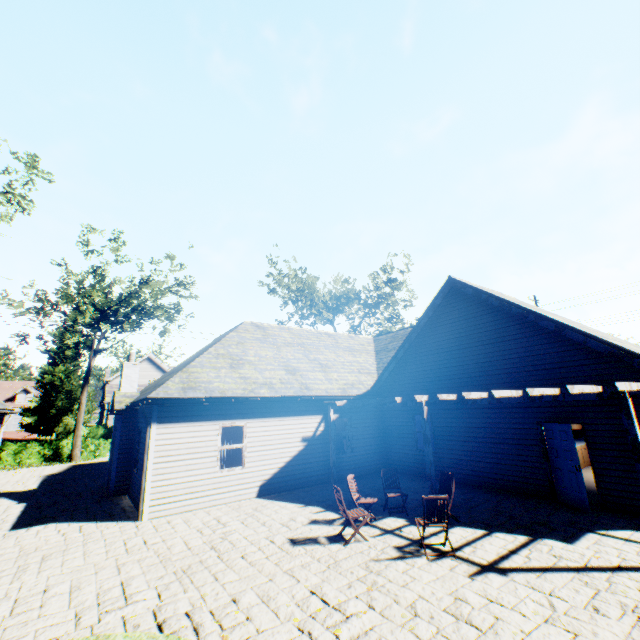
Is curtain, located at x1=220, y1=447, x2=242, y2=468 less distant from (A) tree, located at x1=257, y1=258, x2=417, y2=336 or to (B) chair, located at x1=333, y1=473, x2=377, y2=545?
(B) chair, located at x1=333, y1=473, x2=377, y2=545

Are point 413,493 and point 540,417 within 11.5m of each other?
yes

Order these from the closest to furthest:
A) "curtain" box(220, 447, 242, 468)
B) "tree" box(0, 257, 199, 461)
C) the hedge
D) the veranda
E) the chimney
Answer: the veranda
"curtain" box(220, 447, 242, 468)
the chimney
the hedge
"tree" box(0, 257, 199, 461)

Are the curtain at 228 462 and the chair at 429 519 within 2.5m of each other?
no

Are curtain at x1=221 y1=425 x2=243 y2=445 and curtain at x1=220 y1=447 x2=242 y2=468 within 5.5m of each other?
yes

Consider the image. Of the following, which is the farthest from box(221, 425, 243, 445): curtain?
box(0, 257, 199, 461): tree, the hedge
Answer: the hedge

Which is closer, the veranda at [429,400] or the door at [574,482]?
the veranda at [429,400]

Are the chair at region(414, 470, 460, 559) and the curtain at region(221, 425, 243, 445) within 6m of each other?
no
